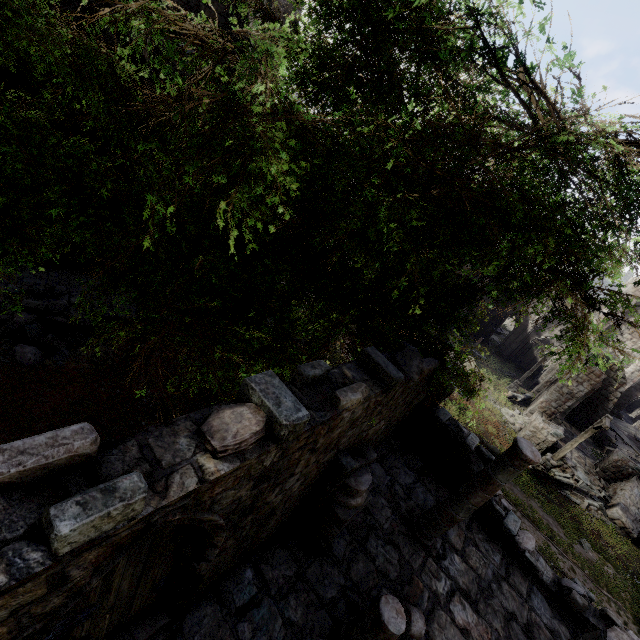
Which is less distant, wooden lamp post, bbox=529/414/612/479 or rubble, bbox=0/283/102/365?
rubble, bbox=0/283/102/365

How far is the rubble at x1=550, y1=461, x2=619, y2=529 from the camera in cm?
1689

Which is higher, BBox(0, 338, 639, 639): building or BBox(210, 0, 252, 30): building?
BBox(210, 0, 252, 30): building

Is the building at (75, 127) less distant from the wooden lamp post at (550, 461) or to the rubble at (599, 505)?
the rubble at (599, 505)

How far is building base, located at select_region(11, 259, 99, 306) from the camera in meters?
11.5

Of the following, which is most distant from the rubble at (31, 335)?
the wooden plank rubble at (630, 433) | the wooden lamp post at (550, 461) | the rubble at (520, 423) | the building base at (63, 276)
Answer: the wooden plank rubble at (630, 433)

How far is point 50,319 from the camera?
10.48m

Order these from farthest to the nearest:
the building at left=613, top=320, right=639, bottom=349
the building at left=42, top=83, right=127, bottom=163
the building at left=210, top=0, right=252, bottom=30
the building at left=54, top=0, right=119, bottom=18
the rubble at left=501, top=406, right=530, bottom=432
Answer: the building at left=613, top=320, right=639, bottom=349, the rubble at left=501, top=406, right=530, bottom=432, the building at left=210, top=0, right=252, bottom=30, the building at left=42, top=83, right=127, bottom=163, the building at left=54, top=0, right=119, bottom=18
